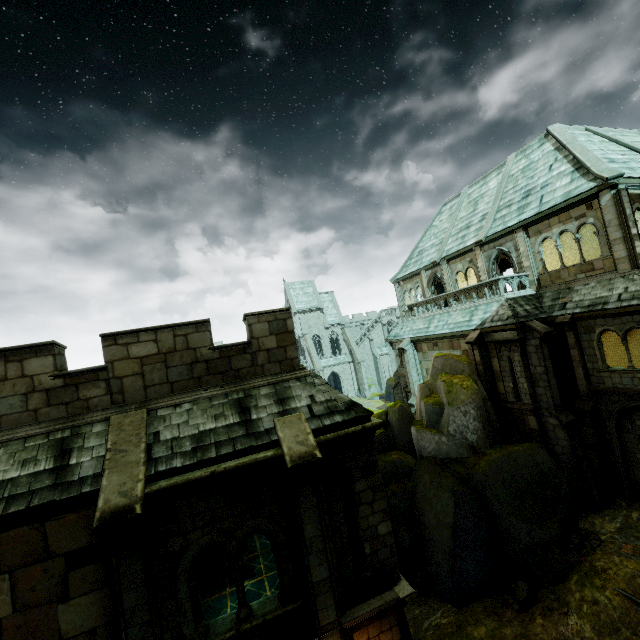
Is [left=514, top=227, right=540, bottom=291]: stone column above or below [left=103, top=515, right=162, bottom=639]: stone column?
above

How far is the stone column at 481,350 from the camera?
17.6 meters

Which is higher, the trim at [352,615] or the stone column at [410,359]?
the stone column at [410,359]

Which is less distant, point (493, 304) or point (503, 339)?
point (503, 339)

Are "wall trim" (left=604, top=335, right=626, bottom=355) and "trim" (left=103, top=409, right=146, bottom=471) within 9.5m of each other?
no

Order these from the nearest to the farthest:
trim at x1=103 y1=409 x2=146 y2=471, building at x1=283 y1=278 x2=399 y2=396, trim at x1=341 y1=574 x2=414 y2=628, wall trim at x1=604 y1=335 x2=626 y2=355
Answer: trim at x1=103 y1=409 x2=146 y2=471 < trim at x1=341 y1=574 x2=414 y2=628 < wall trim at x1=604 y1=335 x2=626 y2=355 < building at x1=283 y1=278 x2=399 y2=396

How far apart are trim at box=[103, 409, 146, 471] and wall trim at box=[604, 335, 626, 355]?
24.6m

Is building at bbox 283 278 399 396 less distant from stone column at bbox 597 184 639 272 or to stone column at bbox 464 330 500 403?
stone column at bbox 464 330 500 403
